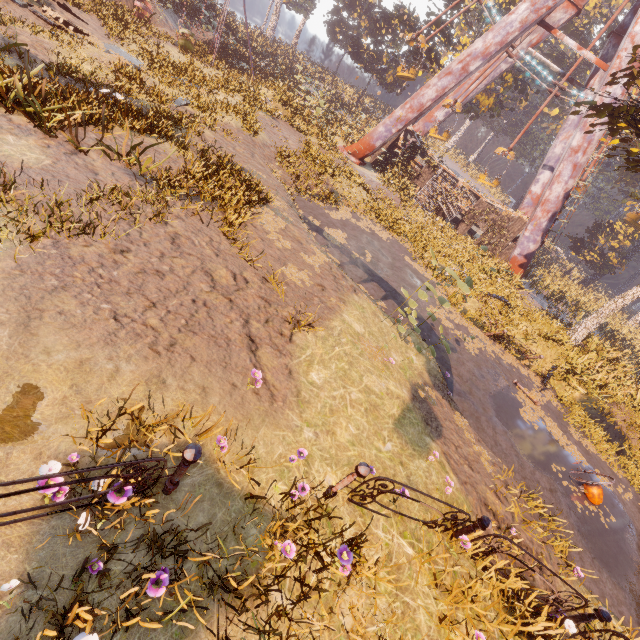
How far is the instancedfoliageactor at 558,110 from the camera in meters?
45.9 m

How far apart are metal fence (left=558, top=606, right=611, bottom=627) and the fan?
5.5m

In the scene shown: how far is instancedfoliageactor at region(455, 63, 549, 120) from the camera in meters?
30.4 m

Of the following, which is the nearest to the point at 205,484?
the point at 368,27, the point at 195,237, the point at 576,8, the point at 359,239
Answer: the point at 195,237

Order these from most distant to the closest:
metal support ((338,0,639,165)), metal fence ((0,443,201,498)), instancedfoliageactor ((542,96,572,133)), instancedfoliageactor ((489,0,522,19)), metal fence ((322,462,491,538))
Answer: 1. instancedfoliageactor ((542,96,572,133))
2. instancedfoliageactor ((489,0,522,19))
3. metal support ((338,0,639,165))
4. metal fence ((322,462,491,538))
5. metal fence ((0,443,201,498))

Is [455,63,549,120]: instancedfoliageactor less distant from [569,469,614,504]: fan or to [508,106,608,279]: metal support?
[508,106,608,279]: metal support

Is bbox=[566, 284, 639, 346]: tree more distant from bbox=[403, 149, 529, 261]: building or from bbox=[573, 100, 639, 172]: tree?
bbox=[403, 149, 529, 261]: building

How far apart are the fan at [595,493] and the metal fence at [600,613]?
5.5 meters
